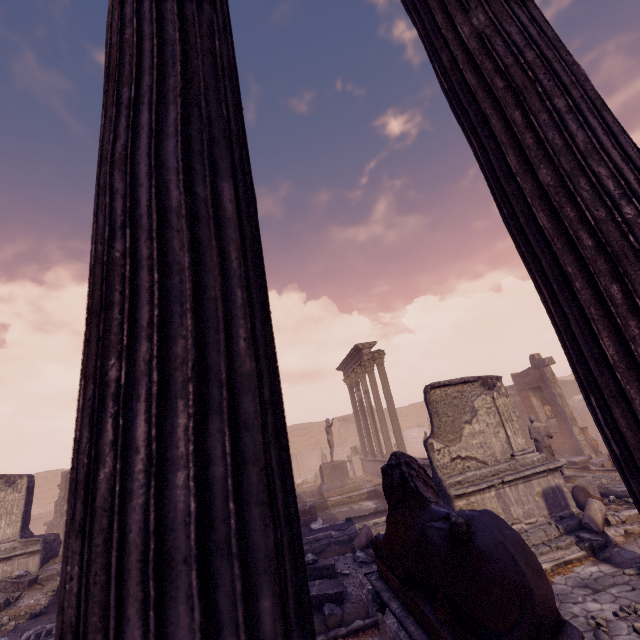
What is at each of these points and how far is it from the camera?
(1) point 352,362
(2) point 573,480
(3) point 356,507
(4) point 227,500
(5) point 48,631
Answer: (1) entablature, 21.59m
(2) building debris, 9.30m
(3) pool, 13.93m
(4) building, 0.54m
(5) building debris, 5.94m

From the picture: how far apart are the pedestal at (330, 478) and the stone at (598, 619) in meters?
11.8

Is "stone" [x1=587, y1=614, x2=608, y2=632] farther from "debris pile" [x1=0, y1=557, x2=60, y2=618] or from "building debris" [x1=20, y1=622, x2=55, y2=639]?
"debris pile" [x1=0, y1=557, x2=60, y2=618]

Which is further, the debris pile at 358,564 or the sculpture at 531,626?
the debris pile at 358,564

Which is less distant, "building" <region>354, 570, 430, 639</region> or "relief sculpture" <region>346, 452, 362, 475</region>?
"building" <region>354, 570, 430, 639</region>

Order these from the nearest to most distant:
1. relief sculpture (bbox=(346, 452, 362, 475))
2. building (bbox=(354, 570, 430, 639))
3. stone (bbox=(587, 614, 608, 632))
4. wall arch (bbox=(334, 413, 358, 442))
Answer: building (bbox=(354, 570, 430, 639)), stone (bbox=(587, 614, 608, 632)), relief sculpture (bbox=(346, 452, 362, 475)), wall arch (bbox=(334, 413, 358, 442))

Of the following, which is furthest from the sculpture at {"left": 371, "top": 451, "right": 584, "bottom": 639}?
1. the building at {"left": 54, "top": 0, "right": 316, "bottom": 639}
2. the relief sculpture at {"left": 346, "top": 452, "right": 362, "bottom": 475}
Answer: the relief sculpture at {"left": 346, "top": 452, "right": 362, "bottom": 475}

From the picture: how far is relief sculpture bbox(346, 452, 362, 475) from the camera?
22.2 meters
